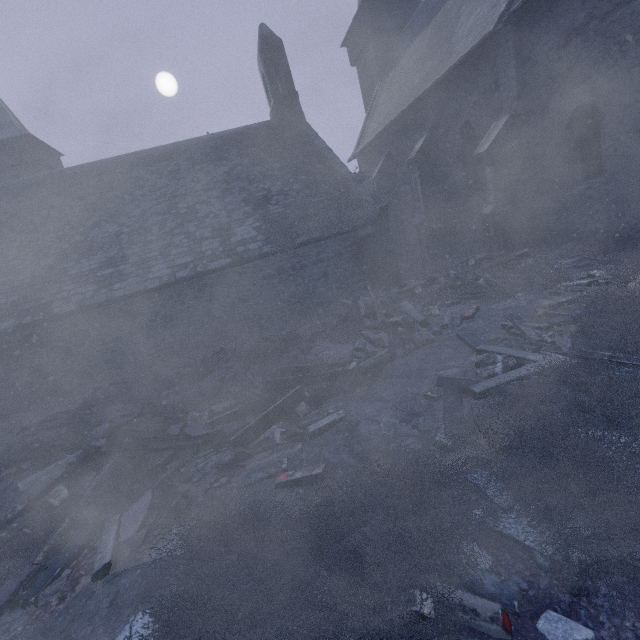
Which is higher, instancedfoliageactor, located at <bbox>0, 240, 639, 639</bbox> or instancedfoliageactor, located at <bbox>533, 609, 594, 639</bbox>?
instancedfoliageactor, located at <bbox>0, 240, 639, 639</bbox>

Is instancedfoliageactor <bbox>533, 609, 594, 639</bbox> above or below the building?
below

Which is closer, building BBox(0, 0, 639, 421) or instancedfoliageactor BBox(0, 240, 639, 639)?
instancedfoliageactor BBox(0, 240, 639, 639)

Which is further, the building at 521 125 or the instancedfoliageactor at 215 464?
the building at 521 125

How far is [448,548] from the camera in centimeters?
242cm
